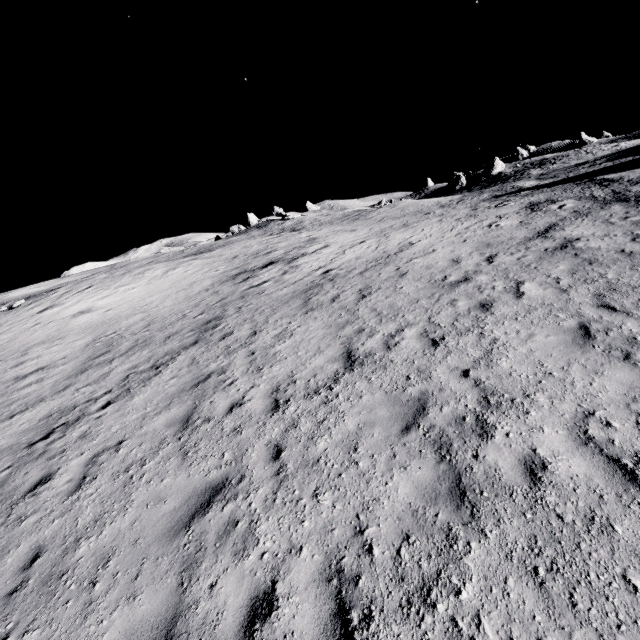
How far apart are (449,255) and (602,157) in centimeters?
3392cm
